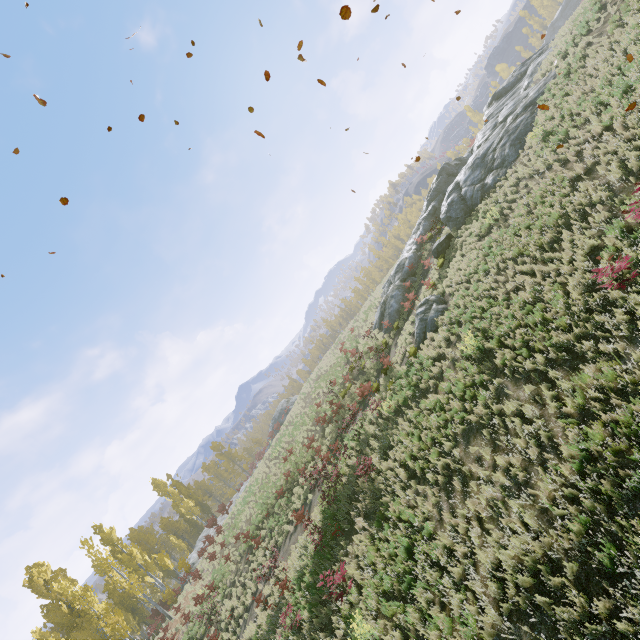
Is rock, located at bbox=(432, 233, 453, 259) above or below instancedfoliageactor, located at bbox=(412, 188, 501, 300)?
above

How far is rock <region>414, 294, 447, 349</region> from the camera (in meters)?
16.34

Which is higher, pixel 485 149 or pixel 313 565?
pixel 485 149

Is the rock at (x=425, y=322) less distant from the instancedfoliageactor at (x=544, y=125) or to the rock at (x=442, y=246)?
the rock at (x=442, y=246)

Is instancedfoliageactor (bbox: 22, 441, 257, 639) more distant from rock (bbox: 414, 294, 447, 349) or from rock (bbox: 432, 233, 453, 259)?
rock (bbox: 414, 294, 447, 349)

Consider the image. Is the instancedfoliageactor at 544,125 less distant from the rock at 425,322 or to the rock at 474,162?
the rock at 474,162

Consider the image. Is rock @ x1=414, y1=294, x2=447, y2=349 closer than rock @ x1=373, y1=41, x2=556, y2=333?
Yes

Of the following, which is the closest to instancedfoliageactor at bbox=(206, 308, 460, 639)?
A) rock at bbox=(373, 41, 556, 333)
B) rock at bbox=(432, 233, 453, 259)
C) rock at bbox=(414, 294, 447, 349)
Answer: rock at bbox=(373, 41, 556, 333)
